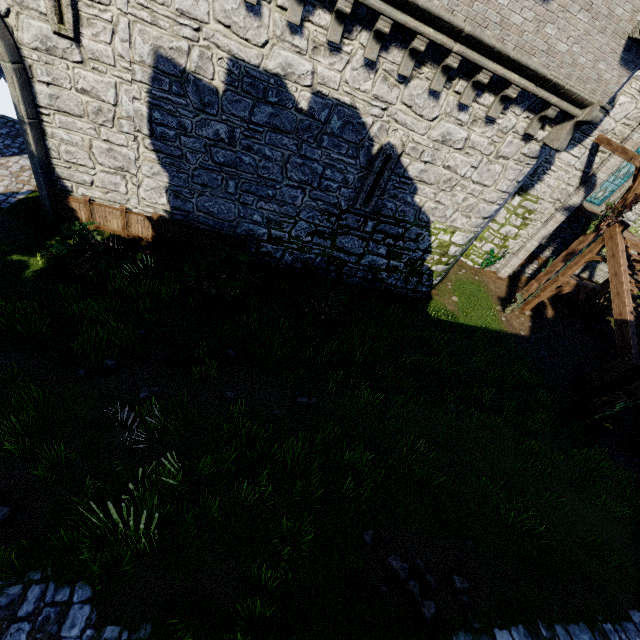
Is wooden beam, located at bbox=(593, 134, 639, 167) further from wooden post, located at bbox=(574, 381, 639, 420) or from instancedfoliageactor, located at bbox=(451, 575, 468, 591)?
instancedfoliageactor, located at bbox=(451, 575, 468, 591)

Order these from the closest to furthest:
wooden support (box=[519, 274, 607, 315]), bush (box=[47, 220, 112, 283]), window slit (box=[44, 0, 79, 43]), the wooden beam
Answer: window slit (box=[44, 0, 79, 43]) < bush (box=[47, 220, 112, 283]) < the wooden beam < wooden support (box=[519, 274, 607, 315])

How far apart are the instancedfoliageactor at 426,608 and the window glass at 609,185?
19.2m

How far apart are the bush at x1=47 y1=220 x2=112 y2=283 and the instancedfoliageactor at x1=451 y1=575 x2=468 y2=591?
11.1m

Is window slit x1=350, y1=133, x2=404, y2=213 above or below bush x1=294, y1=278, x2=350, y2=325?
above

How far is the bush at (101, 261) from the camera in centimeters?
902cm

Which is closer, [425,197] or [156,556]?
[156,556]

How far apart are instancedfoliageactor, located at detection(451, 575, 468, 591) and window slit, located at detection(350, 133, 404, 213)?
10.0m
